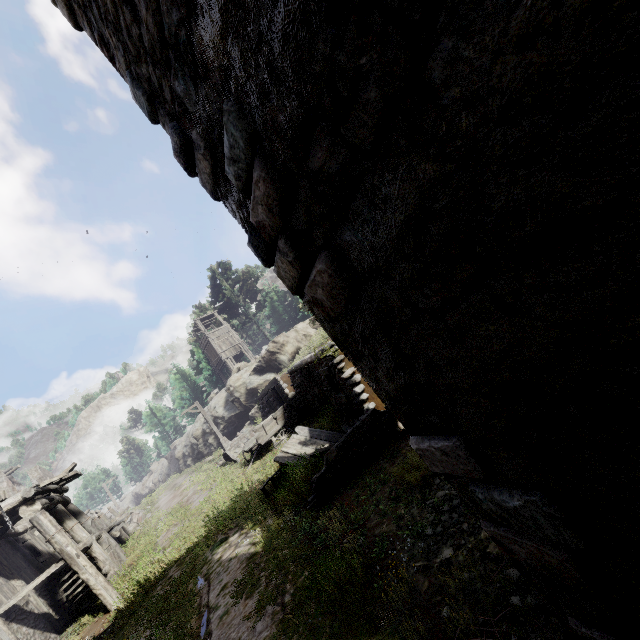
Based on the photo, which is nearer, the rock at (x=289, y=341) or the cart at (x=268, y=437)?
the cart at (x=268, y=437)

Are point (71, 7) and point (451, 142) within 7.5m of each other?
yes

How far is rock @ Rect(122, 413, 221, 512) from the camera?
32.69m

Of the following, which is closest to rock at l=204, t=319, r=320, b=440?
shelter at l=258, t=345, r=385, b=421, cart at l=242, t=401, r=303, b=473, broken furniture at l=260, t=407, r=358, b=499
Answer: shelter at l=258, t=345, r=385, b=421

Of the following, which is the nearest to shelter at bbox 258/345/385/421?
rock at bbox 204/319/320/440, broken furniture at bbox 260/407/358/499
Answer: broken furniture at bbox 260/407/358/499

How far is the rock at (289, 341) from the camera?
28.5 meters

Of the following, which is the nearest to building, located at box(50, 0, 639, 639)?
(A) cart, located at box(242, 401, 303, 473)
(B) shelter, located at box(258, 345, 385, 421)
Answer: (B) shelter, located at box(258, 345, 385, 421)

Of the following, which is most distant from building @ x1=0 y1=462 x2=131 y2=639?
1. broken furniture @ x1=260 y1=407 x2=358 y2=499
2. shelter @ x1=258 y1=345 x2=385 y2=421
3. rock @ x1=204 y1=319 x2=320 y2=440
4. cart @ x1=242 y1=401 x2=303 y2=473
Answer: cart @ x1=242 y1=401 x2=303 y2=473
